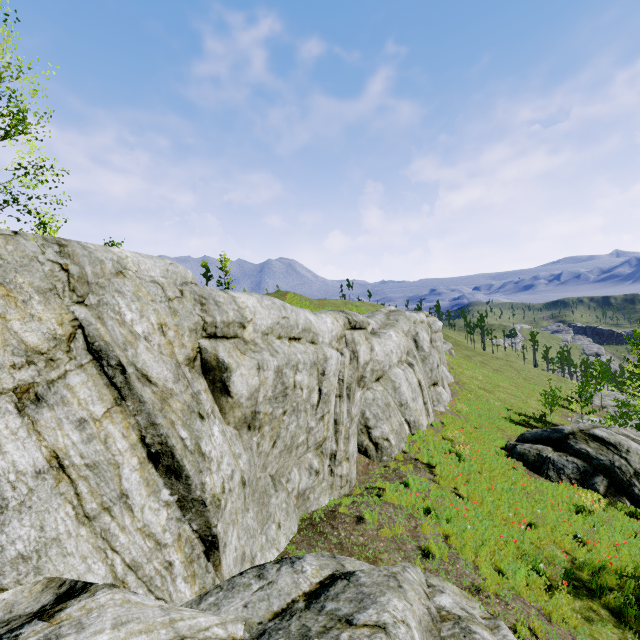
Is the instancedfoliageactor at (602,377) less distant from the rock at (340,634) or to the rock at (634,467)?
the rock at (340,634)

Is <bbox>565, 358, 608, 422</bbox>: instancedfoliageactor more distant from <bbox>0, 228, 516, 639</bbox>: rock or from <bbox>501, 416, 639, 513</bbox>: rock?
<bbox>501, 416, 639, 513</bbox>: rock

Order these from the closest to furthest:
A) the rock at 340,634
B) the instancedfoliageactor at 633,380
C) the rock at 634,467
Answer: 1. the rock at 340,634
2. the rock at 634,467
3. the instancedfoliageactor at 633,380

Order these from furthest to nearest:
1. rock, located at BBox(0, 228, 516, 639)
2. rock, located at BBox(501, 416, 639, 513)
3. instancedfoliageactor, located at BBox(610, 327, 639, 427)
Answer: instancedfoliageactor, located at BBox(610, 327, 639, 427)
rock, located at BBox(501, 416, 639, 513)
rock, located at BBox(0, 228, 516, 639)

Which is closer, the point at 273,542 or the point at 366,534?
the point at 273,542

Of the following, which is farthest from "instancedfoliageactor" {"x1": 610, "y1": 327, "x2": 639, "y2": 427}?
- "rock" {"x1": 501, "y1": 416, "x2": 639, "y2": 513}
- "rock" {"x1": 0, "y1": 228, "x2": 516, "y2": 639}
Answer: "rock" {"x1": 501, "y1": 416, "x2": 639, "y2": 513}

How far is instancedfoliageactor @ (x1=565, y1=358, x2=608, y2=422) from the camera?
25.3 meters
